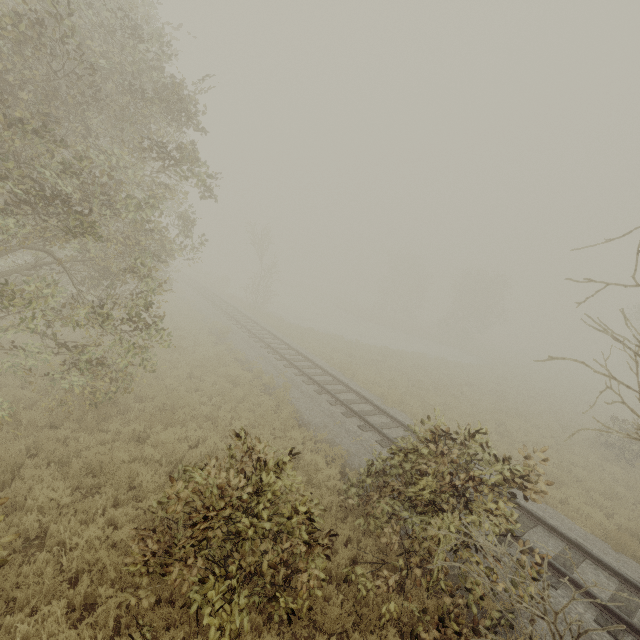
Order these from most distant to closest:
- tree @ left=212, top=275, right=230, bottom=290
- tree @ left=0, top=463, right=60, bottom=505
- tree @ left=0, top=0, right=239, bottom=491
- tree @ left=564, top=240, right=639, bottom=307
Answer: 1. tree @ left=212, top=275, right=230, bottom=290
2. tree @ left=0, top=463, right=60, bottom=505
3. tree @ left=0, top=0, right=239, bottom=491
4. tree @ left=564, top=240, right=639, bottom=307

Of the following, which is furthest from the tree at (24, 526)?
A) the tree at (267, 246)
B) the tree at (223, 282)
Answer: the tree at (223, 282)

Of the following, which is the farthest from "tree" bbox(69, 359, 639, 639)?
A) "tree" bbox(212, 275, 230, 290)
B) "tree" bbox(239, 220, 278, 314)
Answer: "tree" bbox(212, 275, 230, 290)

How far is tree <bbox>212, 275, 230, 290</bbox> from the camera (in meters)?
40.11

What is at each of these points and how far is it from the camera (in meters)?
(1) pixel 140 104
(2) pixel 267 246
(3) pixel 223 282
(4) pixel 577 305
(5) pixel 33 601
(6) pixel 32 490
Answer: (1) tree, 8.82
(2) tree, 32.16
(3) tree, 43.41
(4) tree, 3.85
(5) tree, 4.68
(6) tree, 6.38

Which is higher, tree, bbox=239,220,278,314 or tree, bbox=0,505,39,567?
tree, bbox=239,220,278,314

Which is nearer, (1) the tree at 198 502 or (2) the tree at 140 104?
(1) the tree at 198 502
